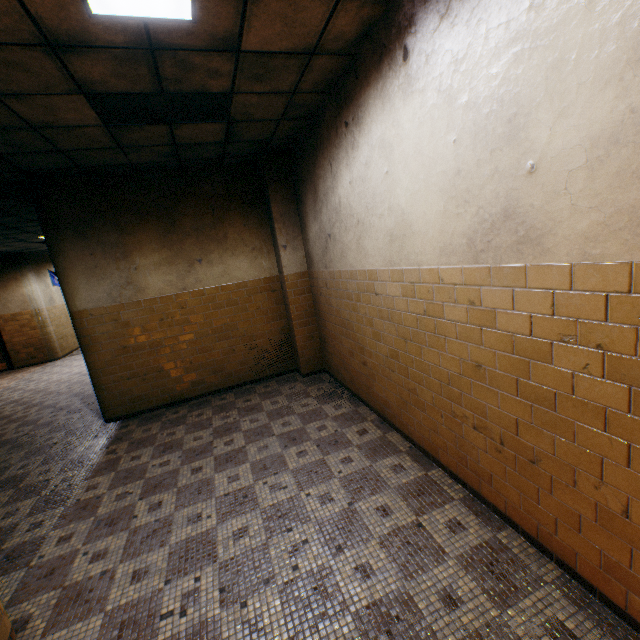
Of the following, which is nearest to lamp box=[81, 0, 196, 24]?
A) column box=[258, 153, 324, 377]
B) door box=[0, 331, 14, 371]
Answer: column box=[258, 153, 324, 377]

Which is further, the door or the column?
the door

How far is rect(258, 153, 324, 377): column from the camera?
5.5 meters

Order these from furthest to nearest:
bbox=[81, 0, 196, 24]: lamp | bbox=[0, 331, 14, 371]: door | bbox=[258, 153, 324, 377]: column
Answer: bbox=[0, 331, 14, 371]: door
bbox=[258, 153, 324, 377]: column
bbox=[81, 0, 196, 24]: lamp

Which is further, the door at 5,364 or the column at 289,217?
the door at 5,364

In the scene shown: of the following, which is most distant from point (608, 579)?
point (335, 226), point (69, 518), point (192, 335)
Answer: point (192, 335)

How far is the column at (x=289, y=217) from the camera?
5.5 meters
